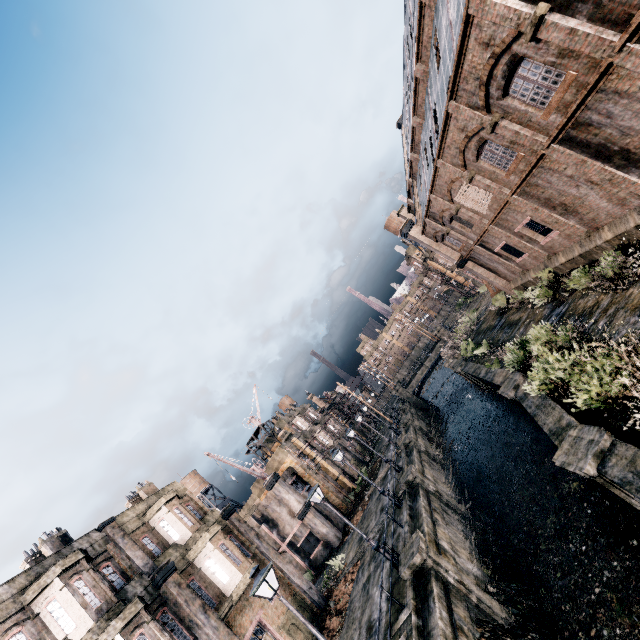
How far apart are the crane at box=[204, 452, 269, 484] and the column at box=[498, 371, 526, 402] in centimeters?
2543cm

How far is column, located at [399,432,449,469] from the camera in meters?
30.8 m

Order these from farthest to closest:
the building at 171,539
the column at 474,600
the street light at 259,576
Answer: the building at 171,539, the column at 474,600, the street light at 259,576

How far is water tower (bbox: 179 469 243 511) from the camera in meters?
51.9

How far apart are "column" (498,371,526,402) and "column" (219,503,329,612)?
18.31m

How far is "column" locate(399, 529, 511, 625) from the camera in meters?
13.4 m

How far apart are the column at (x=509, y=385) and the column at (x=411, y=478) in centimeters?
865cm

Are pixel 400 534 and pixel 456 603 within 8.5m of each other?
yes
